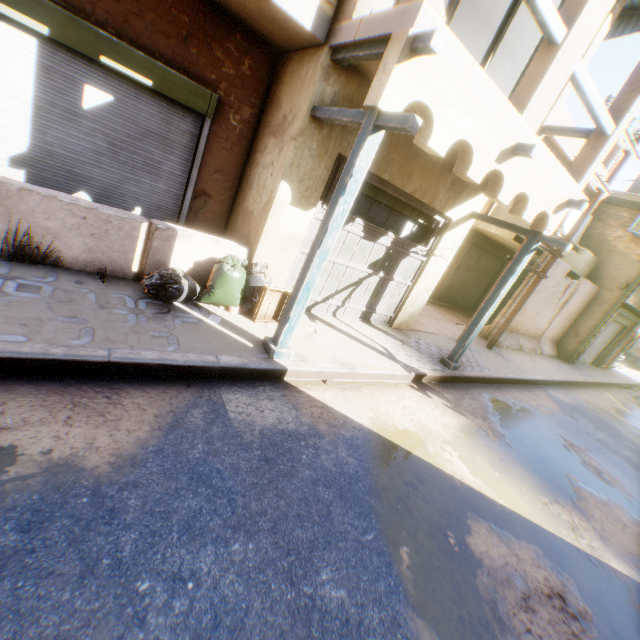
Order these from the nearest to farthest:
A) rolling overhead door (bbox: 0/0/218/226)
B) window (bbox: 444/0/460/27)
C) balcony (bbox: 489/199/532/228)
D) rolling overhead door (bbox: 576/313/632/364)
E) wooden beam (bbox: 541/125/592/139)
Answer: rolling overhead door (bbox: 0/0/218/226) → window (bbox: 444/0/460/27) → wooden beam (bbox: 541/125/592/139) → balcony (bbox: 489/199/532/228) → rolling overhead door (bbox: 576/313/632/364)

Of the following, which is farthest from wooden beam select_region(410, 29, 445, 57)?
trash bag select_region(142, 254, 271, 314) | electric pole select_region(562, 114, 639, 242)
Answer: electric pole select_region(562, 114, 639, 242)

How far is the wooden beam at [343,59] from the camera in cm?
351

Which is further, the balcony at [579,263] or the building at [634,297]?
the building at [634,297]

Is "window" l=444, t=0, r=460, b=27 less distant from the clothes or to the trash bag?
the trash bag

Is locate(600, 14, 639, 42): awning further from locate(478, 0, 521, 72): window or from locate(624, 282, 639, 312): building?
locate(478, 0, 521, 72): window

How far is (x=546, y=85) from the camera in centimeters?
418cm

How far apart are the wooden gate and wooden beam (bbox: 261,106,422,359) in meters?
0.6 m
